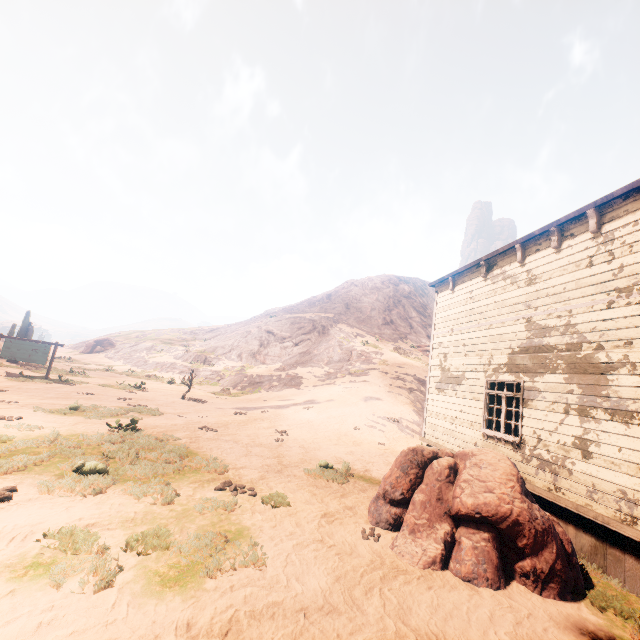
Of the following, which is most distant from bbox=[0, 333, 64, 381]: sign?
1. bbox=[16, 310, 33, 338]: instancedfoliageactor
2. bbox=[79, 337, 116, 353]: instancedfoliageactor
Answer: bbox=[79, 337, 116, 353]: instancedfoliageactor

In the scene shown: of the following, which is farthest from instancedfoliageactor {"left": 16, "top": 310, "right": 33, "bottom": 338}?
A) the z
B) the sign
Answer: the sign

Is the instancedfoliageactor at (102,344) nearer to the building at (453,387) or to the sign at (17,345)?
the sign at (17,345)

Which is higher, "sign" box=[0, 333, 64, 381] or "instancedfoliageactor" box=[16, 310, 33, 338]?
"instancedfoliageactor" box=[16, 310, 33, 338]

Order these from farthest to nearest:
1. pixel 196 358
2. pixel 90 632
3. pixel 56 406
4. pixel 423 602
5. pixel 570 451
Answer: pixel 196 358 < pixel 56 406 < pixel 570 451 < pixel 423 602 < pixel 90 632

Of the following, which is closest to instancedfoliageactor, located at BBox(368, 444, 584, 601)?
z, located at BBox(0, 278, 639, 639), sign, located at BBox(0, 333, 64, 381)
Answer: z, located at BBox(0, 278, 639, 639)

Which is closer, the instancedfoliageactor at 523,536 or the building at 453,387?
the instancedfoliageactor at 523,536

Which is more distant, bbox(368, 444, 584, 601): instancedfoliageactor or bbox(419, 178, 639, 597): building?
bbox(419, 178, 639, 597): building
